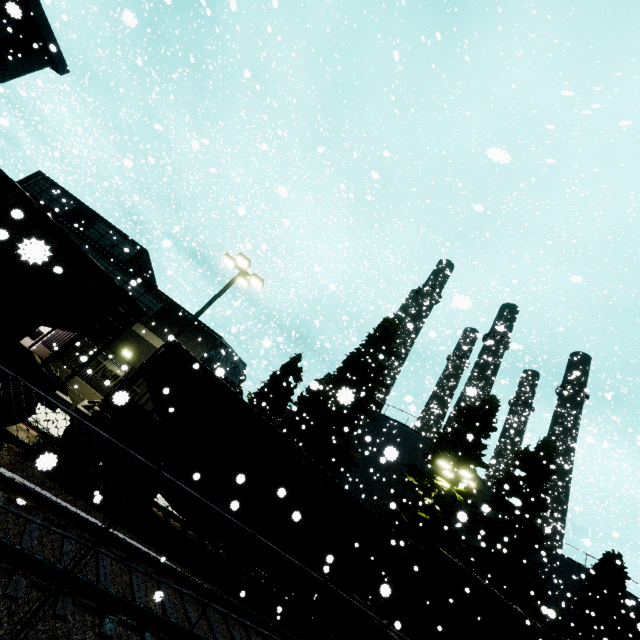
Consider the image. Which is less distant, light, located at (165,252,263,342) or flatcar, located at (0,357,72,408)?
flatcar, located at (0,357,72,408)

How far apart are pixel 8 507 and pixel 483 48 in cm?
2778

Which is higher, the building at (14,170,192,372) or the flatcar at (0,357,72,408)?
the building at (14,170,192,372)

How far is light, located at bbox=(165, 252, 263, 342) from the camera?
14.34m

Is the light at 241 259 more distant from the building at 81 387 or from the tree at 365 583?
the tree at 365 583

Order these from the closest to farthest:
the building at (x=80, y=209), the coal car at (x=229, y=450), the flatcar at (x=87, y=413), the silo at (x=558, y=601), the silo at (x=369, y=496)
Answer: the flatcar at (x=87, y=413) < the coal car at (x=229, y=450) < the building at (x=80, y=209) < the silo at (x=369, y=496) < the silo at (x=558, y=601)

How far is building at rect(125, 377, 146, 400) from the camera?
16.94m

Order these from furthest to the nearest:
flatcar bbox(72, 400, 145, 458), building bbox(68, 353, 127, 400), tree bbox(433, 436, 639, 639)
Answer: tree bbox(433, 436, 639, 639) < building bbox(68, 353, 127, 400) < flatcar bbox(72, 400, 145, 458)
